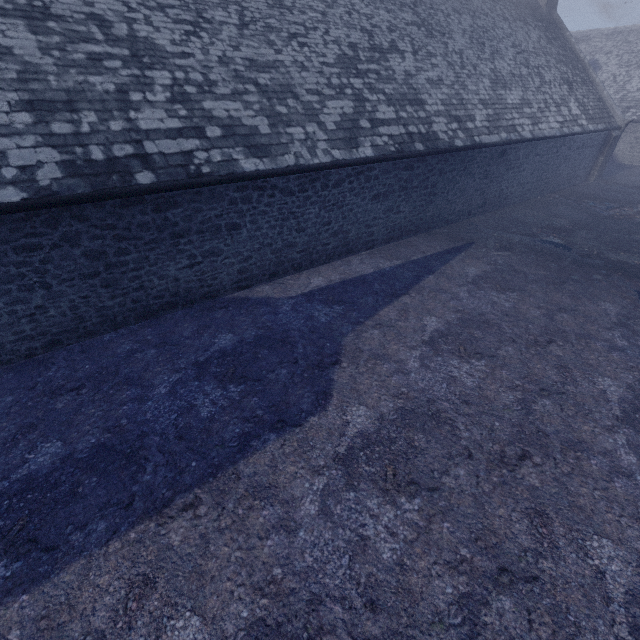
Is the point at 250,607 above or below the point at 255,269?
below
